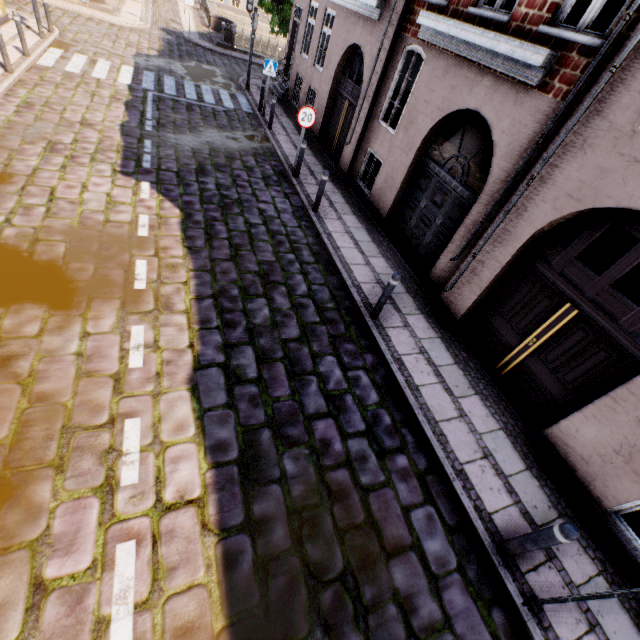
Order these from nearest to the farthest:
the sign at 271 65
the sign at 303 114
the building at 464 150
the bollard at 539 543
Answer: the bollard at 539 543 → the building at 464 150 → the sign at 303 114 → the sign at 271 65

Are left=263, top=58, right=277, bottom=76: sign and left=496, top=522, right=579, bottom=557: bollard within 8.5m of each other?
no

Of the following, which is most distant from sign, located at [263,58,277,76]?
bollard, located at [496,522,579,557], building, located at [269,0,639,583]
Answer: bollard, located at [496,522,579,557]

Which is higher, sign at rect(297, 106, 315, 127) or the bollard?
sign at rect(297, 106, 315, 127)

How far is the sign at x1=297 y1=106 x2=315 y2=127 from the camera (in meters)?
8.72

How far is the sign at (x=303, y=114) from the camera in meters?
8.7 m

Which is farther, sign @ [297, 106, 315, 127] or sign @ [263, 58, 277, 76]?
sign @ [263, 58, 277, 76]

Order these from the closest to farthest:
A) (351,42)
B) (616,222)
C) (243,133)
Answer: (616,222) → (351,42) → (243,133)
